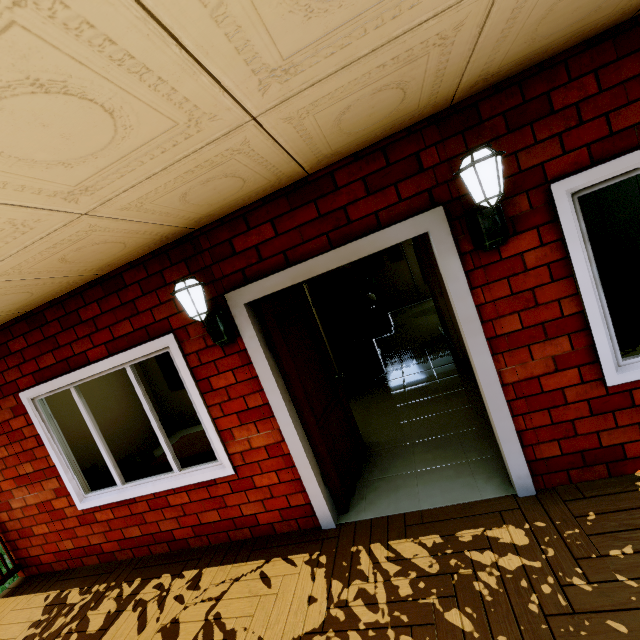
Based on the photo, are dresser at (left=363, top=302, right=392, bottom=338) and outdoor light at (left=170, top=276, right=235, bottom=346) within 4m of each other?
no

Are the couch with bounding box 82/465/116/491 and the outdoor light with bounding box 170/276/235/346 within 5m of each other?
yes

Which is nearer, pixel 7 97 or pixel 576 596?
pixel 7 97

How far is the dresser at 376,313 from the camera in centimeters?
883cm

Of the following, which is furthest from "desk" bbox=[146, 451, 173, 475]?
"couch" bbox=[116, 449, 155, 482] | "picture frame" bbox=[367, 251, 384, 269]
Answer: "picture frame" bbox=[367, 251, 384, 269]

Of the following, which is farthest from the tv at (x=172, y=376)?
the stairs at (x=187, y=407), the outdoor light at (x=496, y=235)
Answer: the outdoor light at (x=496, y=235)

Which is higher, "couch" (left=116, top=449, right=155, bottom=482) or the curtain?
the curtain

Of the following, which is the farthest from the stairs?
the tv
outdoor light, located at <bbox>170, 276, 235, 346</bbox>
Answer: outdoor light, located at <bbox>170, 276, 235, 346</bbox>
